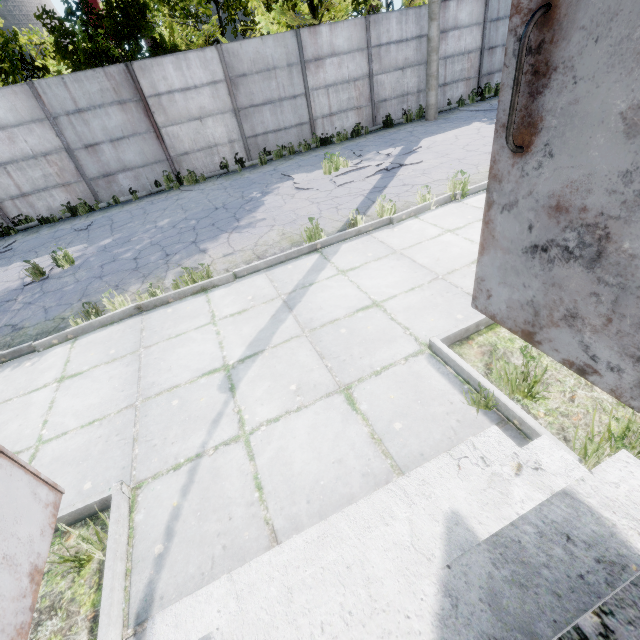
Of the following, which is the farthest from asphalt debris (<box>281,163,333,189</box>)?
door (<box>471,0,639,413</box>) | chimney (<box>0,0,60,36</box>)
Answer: chimney (<box>0,0,60,36</box>)

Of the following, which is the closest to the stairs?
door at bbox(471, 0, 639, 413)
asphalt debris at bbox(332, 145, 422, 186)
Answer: door at bbox(471, 0, 639, 413)

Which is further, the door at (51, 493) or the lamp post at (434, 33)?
the lamp post at (434, 33)

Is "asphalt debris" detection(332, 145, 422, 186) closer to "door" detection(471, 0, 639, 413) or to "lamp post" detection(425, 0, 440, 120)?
"lamp post" detection(425, 0, 440, 120)

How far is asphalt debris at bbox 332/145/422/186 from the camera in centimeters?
870cm

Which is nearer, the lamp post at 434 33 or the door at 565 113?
the door at 565 113

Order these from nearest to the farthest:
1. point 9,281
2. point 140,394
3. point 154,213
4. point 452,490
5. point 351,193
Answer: point 452,490, point 140,394, point 9,281, point 351,193, point 154,213

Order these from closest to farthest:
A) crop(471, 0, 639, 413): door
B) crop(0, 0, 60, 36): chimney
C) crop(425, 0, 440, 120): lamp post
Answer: crop(471, 0, 639, 413): door
crop(425, 0, 440, 120): lamp post
crop(0, 0, 60, 36): chimney
